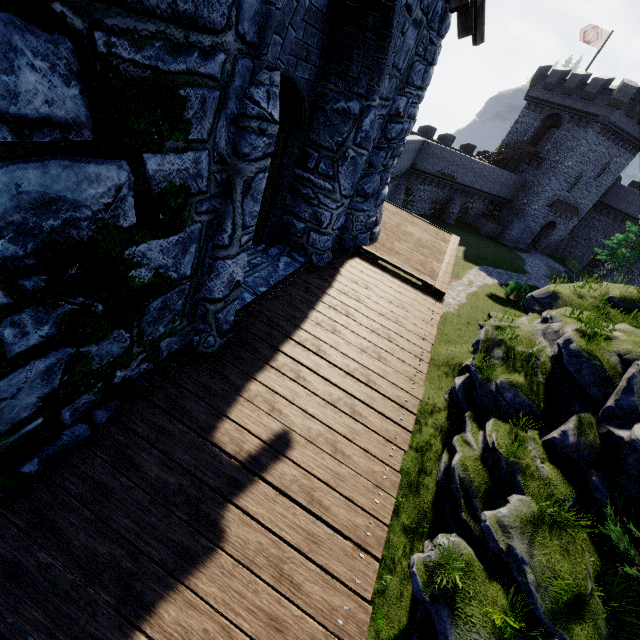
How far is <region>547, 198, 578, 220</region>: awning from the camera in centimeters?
3765cm

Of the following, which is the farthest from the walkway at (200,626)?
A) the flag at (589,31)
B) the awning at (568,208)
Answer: the flag at (589,31)

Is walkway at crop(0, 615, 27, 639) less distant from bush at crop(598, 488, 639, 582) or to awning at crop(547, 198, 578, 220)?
bush at crop(598, 488, 639, 582)

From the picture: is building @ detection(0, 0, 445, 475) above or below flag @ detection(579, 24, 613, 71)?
below

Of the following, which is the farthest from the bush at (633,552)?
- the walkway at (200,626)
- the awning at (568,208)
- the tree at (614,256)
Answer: the awning at (568,208)

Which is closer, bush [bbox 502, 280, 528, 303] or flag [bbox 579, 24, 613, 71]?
bush [bbox 502, 280, 528, 303]

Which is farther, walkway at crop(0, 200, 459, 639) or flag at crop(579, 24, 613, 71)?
flag at crop(579, 24, 613, 71)

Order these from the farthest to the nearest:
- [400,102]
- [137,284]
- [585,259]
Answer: [585,259], [400,102], [137,284]
